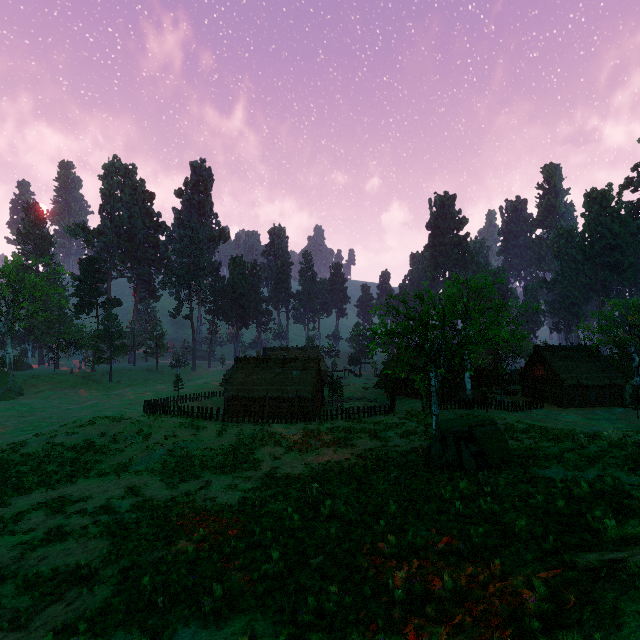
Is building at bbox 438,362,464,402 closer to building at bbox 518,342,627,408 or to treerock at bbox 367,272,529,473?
treerock at bbox 367,272,529,473

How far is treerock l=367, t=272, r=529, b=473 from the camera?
15.12m

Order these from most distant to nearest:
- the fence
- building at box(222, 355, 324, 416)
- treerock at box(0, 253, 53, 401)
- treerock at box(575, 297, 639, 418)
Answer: treerock at box(0, 253, 53, 401)
building at box(222, 355, 324, 416)
treerock at box(575, 297, 639, 418)
the fence

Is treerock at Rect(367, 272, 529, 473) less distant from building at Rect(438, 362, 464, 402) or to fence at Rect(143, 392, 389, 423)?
building at Rect(438, 362, 464, 402)

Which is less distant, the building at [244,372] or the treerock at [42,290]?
the building at [244,372]

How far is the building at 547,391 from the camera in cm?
4125

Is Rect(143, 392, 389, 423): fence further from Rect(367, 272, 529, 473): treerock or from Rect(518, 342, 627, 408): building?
Rect(518, 342, 627, 408): building

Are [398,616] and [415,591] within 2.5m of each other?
yes
